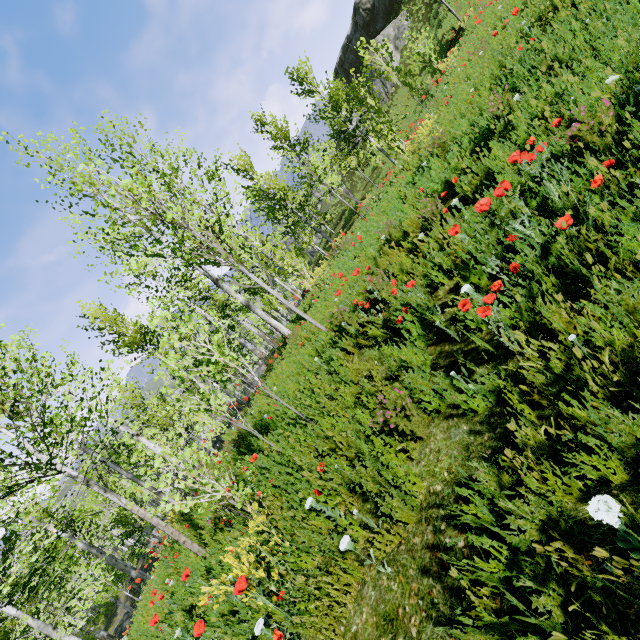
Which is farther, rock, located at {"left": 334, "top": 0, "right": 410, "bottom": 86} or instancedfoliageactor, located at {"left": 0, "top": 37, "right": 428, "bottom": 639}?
rock, located at {"left": 334, "top": 0, "right": 410, "bottom": 86}

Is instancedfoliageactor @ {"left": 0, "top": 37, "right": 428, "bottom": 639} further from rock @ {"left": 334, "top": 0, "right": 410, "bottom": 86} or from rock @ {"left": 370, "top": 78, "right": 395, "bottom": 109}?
rock @ {"left": 334, "top": 0, "right": 410, "bottom": 86}

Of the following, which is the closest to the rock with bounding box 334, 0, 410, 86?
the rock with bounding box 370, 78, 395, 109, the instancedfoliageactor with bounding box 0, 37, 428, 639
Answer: the rock with bounding box 370, 78, 395, 109

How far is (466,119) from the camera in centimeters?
560cm

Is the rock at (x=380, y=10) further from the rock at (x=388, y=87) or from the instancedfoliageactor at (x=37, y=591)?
the instancedfoliageactor at (x=37, y=591)

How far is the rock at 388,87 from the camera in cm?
2927

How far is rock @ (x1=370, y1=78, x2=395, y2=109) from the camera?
29.3 meters
